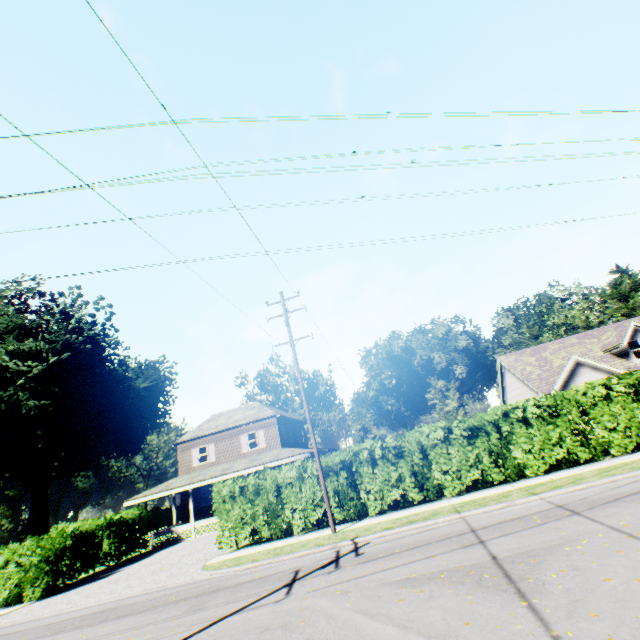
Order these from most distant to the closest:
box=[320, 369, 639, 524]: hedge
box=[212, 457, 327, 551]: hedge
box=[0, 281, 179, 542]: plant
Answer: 1. box=[0, 281, 179, 542]: plant
2. box=[212, 457, 327, 551]: hedge
3. box=[320, 369, 639, 524]: hedge

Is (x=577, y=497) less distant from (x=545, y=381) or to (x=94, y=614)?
(x=94, y=614)

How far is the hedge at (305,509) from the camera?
15.41m

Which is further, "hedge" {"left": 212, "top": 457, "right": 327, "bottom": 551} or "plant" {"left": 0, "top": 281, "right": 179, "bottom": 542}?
"plant" {"left": 0, "top": 281, "right": 179, "bottom": 542}

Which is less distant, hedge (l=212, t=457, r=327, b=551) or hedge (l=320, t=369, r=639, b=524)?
hedge (l=320, t=369, r=639, b=524)

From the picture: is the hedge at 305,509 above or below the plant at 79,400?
below

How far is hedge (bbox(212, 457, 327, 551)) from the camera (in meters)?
15.41
